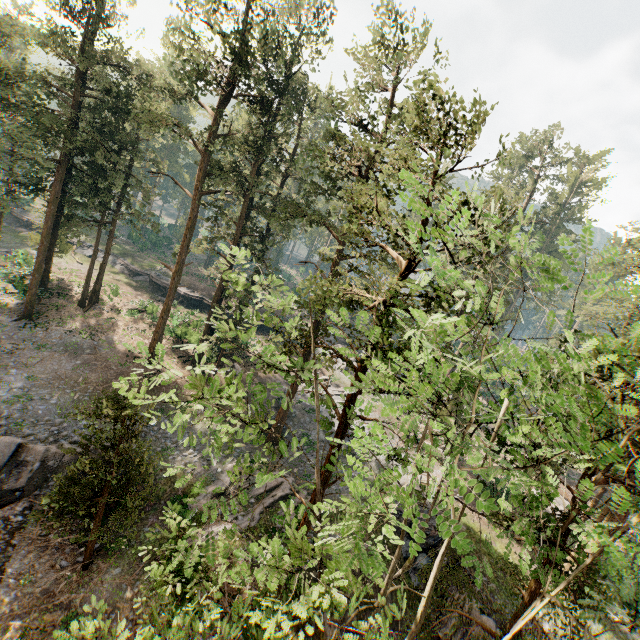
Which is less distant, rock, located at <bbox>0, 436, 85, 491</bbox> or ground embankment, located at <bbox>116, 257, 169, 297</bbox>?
rock, located at <bbox>0, 436, 85, 491</bbox>

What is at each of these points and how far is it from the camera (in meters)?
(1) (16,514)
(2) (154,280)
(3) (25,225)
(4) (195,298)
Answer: (1) ground embankment, 17.03
(2) ground embankment, 44.41
(3) ground embankment, 48.47
(4) ground embankment, 44.06

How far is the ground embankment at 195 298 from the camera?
43.5 meters

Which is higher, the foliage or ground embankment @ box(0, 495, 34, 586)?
the foliage

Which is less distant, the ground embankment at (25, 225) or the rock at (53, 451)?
the rock at (53, 451)

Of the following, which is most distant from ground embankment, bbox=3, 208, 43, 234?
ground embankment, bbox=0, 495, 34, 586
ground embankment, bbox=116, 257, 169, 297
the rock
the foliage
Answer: ground embankment, bbox=0, 495, 34, 586

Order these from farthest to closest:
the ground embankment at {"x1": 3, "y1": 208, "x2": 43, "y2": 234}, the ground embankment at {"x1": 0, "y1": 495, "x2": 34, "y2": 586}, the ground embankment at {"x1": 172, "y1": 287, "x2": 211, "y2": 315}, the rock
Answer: the ground embankment at {"x1": 3, "y1": 208, "x2": 43, "y2": 234} < the ground embankment at {"x1": 172, "y1": 287, "x2": 211, "y2": 315} < the rock < the ground embankment at {"x1": 0, "y1": 495, "x2": 34, "y2": 586}

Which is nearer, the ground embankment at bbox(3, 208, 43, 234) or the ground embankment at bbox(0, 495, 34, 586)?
the ground embankment at bbox(0, 495, 34, 586)
